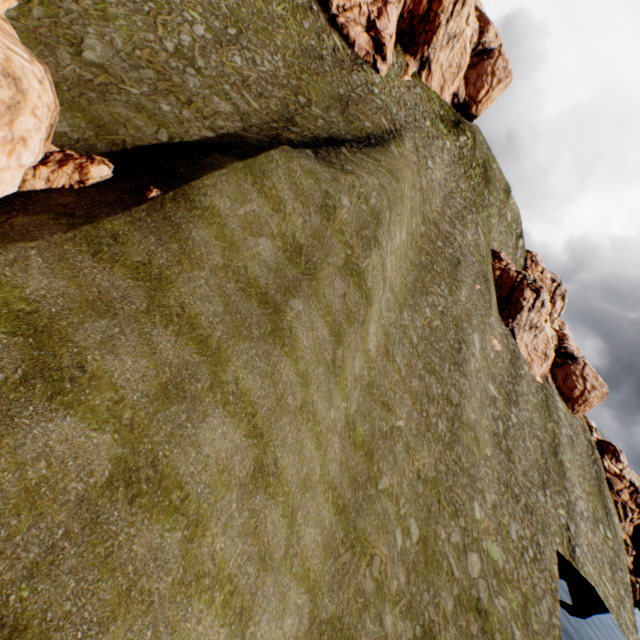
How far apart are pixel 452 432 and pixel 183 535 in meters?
20.4

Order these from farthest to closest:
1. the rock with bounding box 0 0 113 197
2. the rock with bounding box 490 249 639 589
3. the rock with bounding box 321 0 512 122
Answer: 1. the rock with bounding box 490 249 639 589
2. the rock with bounding box 321 0 512 122
3. the rock with bounding box 0 0 113 197

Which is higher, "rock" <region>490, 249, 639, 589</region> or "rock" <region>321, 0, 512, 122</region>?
"rock" <region>321, 0, 512, 122</region>

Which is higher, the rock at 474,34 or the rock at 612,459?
the rock at 474,34

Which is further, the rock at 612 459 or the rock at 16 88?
the rock at 612 459

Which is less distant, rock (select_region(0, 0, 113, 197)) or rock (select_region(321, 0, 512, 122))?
rock (select_region(0, 0, 113, 197))

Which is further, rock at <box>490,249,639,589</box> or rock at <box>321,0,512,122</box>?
rock at <box>490,249,639,589</box>
